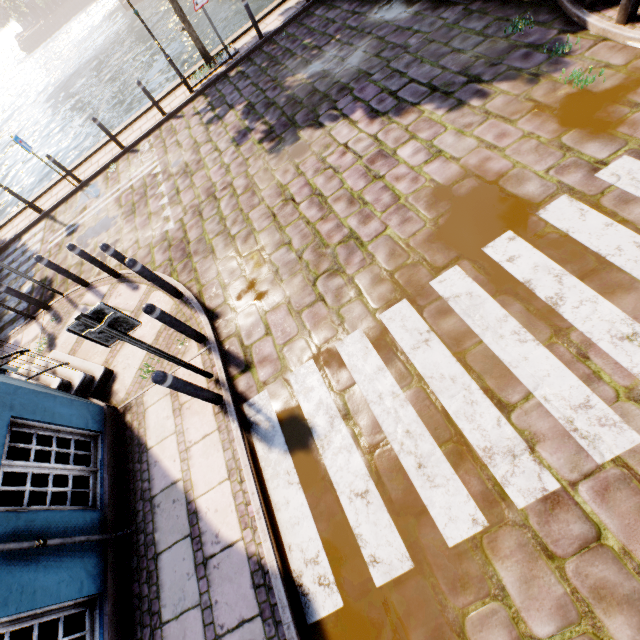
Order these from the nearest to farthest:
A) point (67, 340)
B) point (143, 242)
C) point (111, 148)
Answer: point (67, 340) → point (143, 242) → point (111, 148)

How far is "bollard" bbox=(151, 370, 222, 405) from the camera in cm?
362

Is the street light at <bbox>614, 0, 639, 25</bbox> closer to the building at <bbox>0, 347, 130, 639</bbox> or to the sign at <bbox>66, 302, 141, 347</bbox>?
Result: the building at <bbox>0, 347, 130, 639</bbox>

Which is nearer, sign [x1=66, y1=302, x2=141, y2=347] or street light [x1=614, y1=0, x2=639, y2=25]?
sign [x1=66, y1=302, x2=141, y2=347]

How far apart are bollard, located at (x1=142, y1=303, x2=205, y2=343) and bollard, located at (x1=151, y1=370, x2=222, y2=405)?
1.0 meters

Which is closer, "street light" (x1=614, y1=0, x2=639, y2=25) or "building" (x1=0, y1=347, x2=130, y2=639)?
"building" (x1=0, y1=347, x2=130, y2=639)

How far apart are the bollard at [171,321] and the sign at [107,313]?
0.8 meters

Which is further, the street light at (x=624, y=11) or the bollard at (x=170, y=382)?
the street light at (x=624, y=11)
